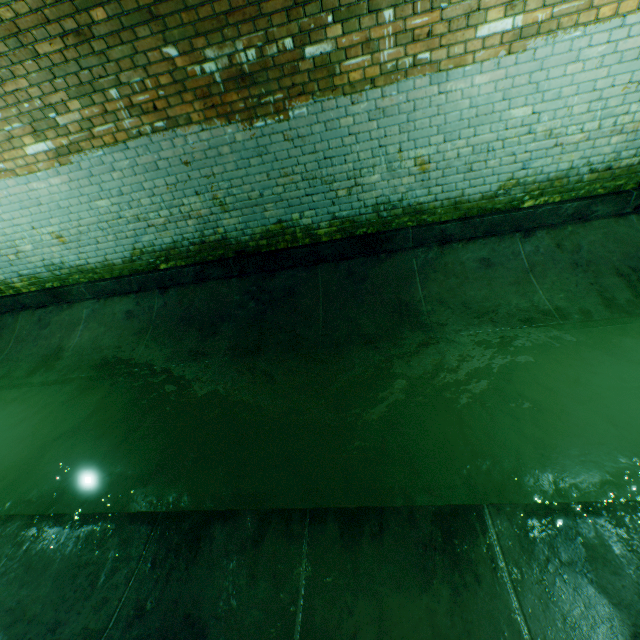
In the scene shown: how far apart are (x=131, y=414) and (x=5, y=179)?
3.4m
